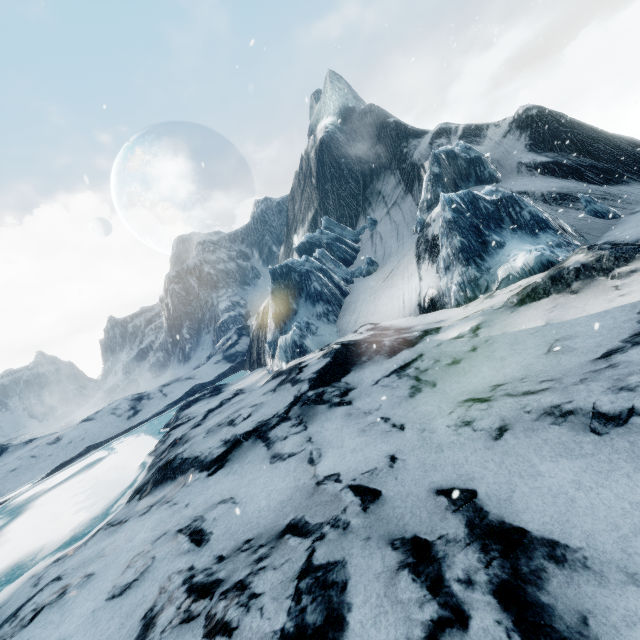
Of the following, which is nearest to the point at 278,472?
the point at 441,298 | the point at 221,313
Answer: the point at 441,298
